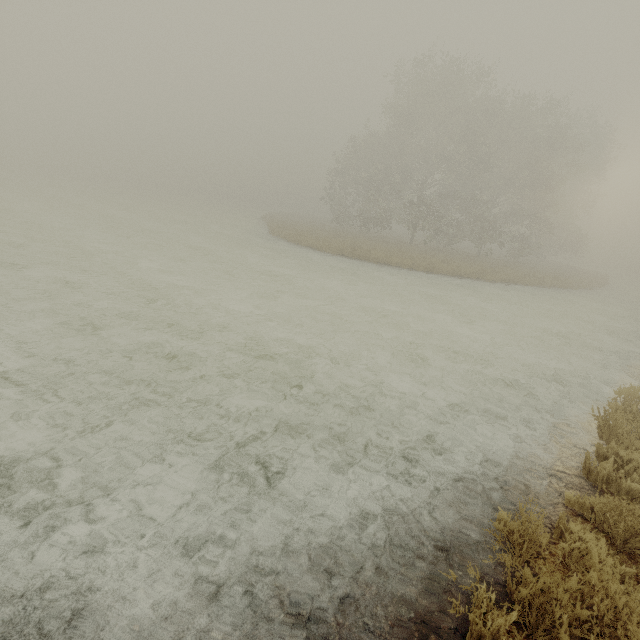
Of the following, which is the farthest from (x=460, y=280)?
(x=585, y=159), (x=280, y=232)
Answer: (x=585, y=159)
